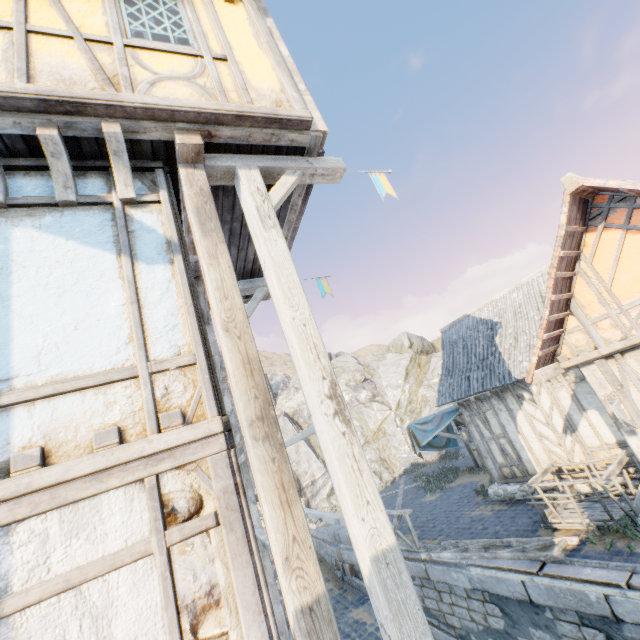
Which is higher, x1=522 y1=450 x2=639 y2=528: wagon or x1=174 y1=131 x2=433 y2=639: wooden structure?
x1=174 y1=131 x2=433 y2=639: wooden structure

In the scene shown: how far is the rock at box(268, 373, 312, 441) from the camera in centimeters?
3844cm

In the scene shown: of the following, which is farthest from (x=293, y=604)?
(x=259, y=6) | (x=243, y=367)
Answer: (x=259, y=6)

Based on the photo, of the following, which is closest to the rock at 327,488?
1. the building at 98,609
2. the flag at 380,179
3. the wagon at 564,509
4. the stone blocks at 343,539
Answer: the stone blocks at 343,539

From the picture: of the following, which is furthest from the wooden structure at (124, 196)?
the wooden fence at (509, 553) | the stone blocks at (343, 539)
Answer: the wooden fence at (509, 553)

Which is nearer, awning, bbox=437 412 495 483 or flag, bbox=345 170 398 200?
flag, bbox=345 170 398 200

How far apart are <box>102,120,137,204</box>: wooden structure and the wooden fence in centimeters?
904cm

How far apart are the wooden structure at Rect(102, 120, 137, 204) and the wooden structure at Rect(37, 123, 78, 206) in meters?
0.3 m
